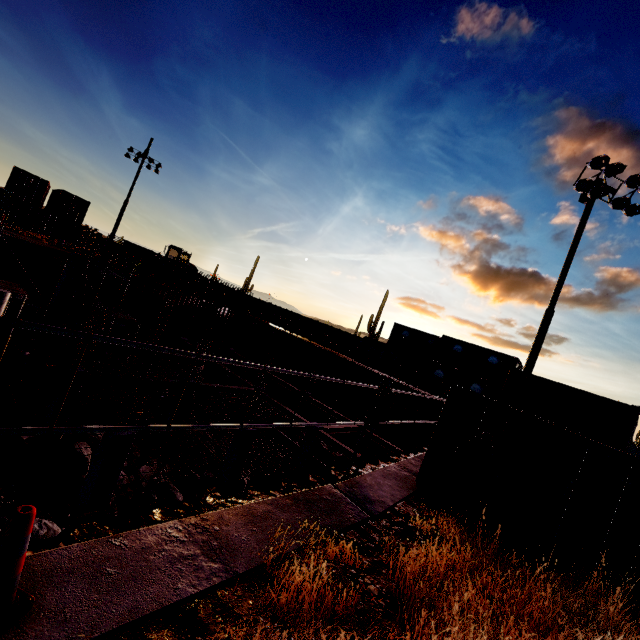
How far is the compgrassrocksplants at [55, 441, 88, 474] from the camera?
11.8 meters

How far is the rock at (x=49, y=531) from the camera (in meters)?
8.04

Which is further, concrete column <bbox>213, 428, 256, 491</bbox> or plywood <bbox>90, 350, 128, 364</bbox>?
plywood <bbox>90, 350, 128, 364</bbox>

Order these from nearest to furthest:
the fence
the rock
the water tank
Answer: the rock → the water tank → the fence

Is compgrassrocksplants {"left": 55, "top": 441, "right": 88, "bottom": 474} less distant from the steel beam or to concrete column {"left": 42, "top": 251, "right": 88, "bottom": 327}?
the steel beam

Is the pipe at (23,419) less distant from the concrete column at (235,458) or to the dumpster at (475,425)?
the concrete column at (235,458)

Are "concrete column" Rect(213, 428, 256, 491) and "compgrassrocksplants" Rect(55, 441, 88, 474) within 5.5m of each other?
yes

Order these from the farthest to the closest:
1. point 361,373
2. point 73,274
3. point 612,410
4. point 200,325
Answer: point 200,325
point 361,373
point 73,274
point 612,410
